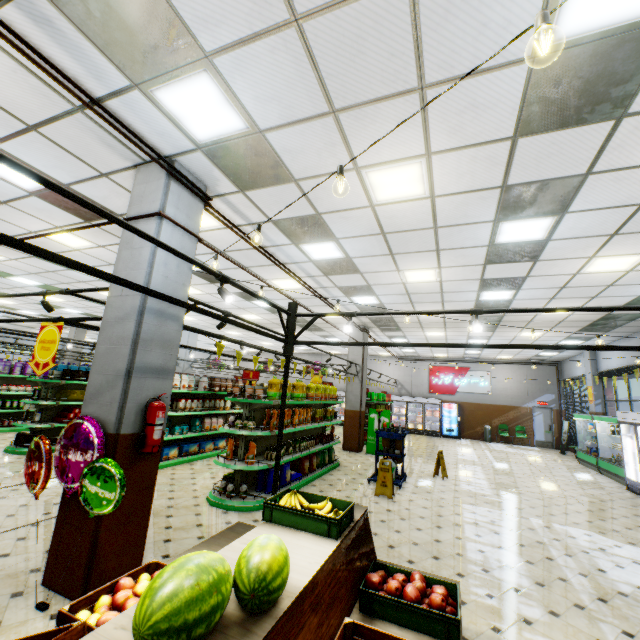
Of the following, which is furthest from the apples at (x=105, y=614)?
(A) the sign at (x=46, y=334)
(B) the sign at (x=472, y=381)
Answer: (B) the sign at (x=472, y=381)

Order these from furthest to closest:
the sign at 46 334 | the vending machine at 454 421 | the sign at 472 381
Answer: the sign at 472 381 → the vending machine at 454 421 → the sign at 46 334

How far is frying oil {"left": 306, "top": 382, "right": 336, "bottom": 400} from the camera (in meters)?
8.46

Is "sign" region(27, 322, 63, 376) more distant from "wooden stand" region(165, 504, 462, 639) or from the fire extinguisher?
"wooden stand" region(165, 504, 462, 639)

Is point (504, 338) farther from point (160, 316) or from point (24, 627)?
point (24, 627)

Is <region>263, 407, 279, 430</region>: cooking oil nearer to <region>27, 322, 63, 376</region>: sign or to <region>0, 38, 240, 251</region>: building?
<region>0, 38, 240, 251</region>: building

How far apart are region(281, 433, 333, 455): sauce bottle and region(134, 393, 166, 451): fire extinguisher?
4.77m

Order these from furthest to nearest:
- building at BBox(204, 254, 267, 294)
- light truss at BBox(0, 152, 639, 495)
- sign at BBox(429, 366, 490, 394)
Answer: sign at BBox(429, 366, 490, 394), building at BBox(204, 254, 267, 294), light truss at BBox(0, 152, 639, 495)
